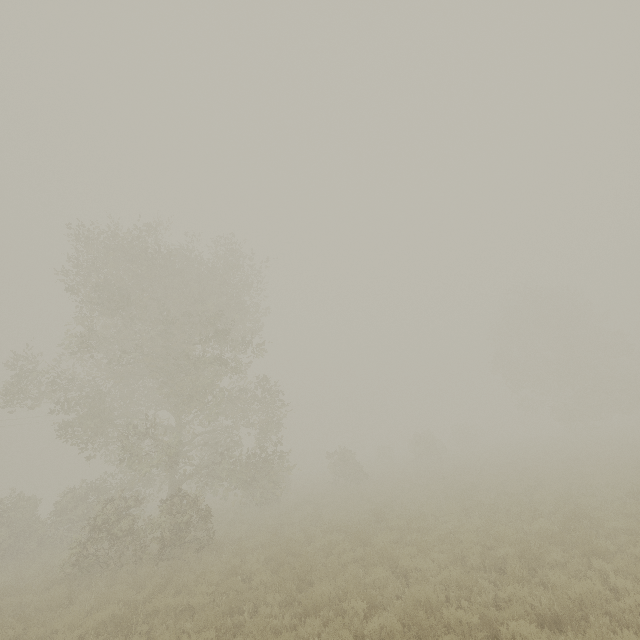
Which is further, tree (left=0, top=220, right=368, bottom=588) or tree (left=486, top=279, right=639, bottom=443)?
tree (left=486, top=279, right=639, bottom=443)

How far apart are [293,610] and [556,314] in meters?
39.9

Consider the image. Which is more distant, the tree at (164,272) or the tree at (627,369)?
the tree at (627,369)
